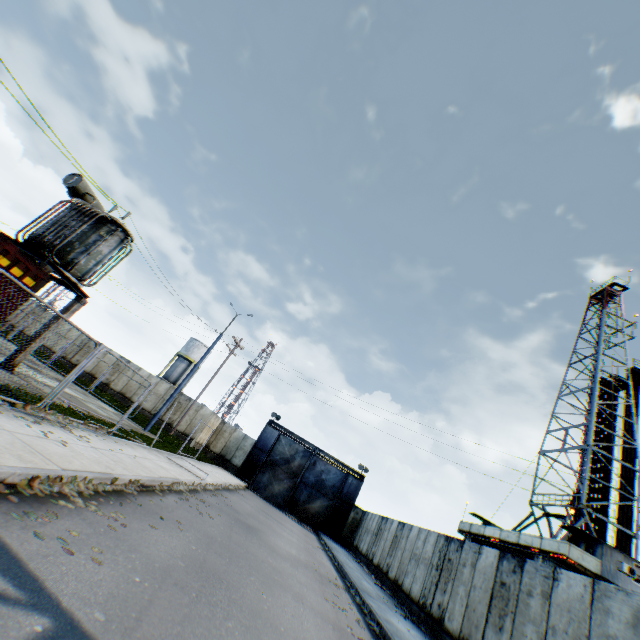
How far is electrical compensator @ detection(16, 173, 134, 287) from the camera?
11.70m

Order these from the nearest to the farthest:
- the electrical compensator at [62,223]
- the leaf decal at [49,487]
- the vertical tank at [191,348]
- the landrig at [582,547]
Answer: the leaf decal at [49,487] < the electrical compensator at [62,223] < the landrig at [582,547] < the vertical tank at [191,348]

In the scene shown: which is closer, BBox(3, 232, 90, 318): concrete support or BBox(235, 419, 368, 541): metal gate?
BBox(3, 232, 90, 318): concrete support

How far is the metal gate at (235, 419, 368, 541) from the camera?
29.62m

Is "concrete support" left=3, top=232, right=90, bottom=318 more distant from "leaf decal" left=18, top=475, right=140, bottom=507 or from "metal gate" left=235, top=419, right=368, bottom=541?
"metal gate" left=235, top=419, right=368, bottom=541

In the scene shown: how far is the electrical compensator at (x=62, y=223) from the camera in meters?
11.7

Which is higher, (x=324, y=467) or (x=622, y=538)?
(x=622, y=538)

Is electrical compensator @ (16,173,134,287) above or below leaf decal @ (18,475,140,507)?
above
